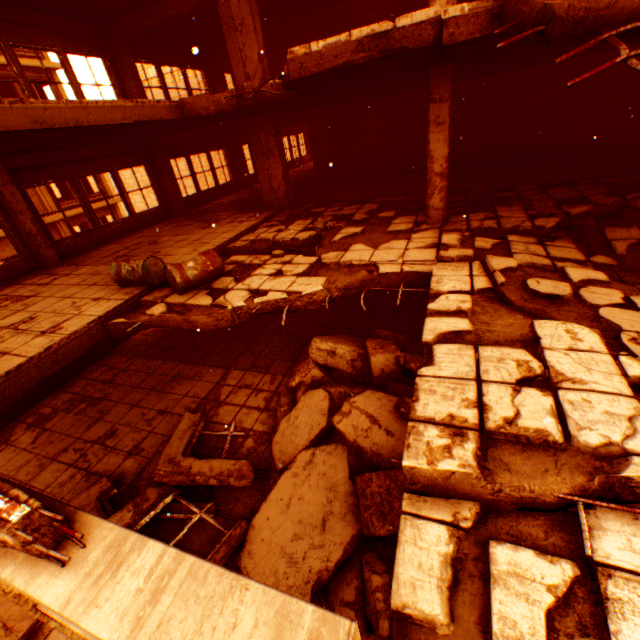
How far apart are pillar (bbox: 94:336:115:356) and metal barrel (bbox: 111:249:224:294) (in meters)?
5.27

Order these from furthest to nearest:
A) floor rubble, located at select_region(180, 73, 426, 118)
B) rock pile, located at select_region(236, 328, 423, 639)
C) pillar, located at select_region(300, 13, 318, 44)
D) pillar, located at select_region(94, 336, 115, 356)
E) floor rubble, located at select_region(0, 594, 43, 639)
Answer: pillar, located at select_region(300, 13, 318, 44), pillar, located at select_region(94, 336, 115, 356), floor rubble, located at select_region(0, 594, 43, 639), floor rubble, located at select_region(180, 73, 426, 118), rock pile, located at select_region(236, 328, 423, 639)

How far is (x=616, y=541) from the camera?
1.9 meters

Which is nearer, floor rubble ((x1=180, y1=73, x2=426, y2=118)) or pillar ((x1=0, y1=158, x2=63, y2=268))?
floor rubble ((x1=180, y1=73, x2=426, y2=118))

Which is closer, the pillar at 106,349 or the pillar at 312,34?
the pillar at 106,349

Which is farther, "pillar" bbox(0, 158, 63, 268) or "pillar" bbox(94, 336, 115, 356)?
"pillar" bbox(94, 336, 115, 356)

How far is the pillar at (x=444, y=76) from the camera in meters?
5.5 m

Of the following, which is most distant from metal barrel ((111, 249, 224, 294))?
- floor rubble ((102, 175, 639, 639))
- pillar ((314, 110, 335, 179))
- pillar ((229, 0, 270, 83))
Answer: pillar ((314, 110, 335, 179))
